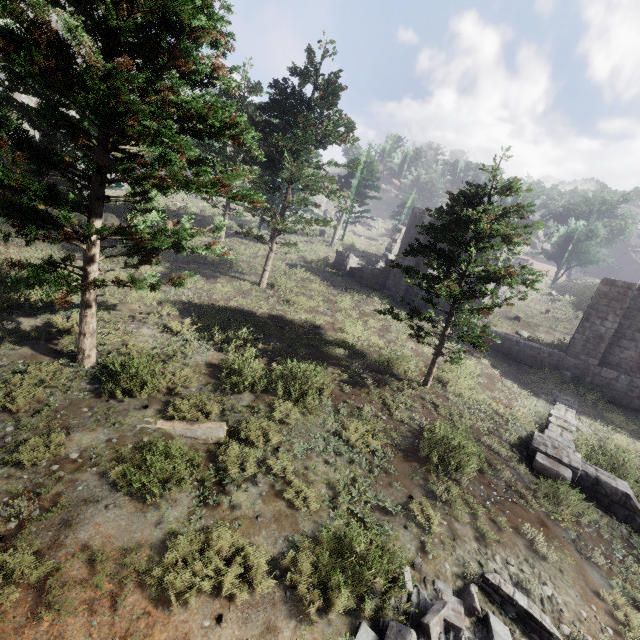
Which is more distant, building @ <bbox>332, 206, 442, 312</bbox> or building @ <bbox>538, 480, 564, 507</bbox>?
building @ <bbox>332, 206, 442, 312</bbox>

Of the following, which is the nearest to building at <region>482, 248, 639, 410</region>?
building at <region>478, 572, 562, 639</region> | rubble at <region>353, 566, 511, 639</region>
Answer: rubble at <region>353, 566, 511, 639</region>

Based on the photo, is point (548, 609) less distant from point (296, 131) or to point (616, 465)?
point (616, 465)

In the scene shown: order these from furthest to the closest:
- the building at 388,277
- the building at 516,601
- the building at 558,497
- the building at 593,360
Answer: the building at 388,277, the building at 593,360, the building at 558,497, the building at 516,601

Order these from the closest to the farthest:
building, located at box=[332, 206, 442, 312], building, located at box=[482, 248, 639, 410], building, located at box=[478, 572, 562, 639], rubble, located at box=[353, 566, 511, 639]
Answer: rubble, located at box=[353, 566, 511, 639]
building, located at box=[478, 572, 562, 639]
building, located at box=[482, 248, 639, 410]
building, located at box=[332, 206, 442, 312]

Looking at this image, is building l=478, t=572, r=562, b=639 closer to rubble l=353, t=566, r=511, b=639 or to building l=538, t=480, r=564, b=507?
rubble l=353, t=566, r=511, b=639

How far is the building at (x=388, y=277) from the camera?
20.7m

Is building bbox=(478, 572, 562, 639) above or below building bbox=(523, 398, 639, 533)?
below
